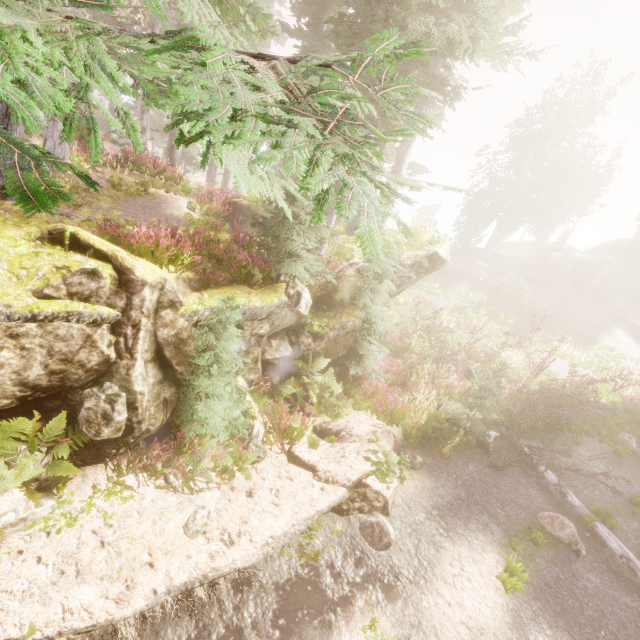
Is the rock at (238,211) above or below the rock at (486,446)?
above

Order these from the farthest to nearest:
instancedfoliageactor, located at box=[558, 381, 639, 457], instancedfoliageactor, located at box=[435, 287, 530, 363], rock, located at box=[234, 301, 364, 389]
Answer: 1. instancedfoliageactor, located at box=[435, 287, 530, 363]
2. instancedfoliageactor, located at box=[558, 381, 639, 457]
3. rock, located at box=[234, 301, 364, 389]

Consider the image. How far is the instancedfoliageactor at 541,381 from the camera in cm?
1532

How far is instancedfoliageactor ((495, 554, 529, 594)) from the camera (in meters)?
5.98

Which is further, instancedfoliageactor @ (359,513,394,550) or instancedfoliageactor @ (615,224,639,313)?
instancedfoliageactor @ (615,224,639,313)

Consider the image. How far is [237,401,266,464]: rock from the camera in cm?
723

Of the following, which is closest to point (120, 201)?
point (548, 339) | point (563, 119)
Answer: point (548, 339)
